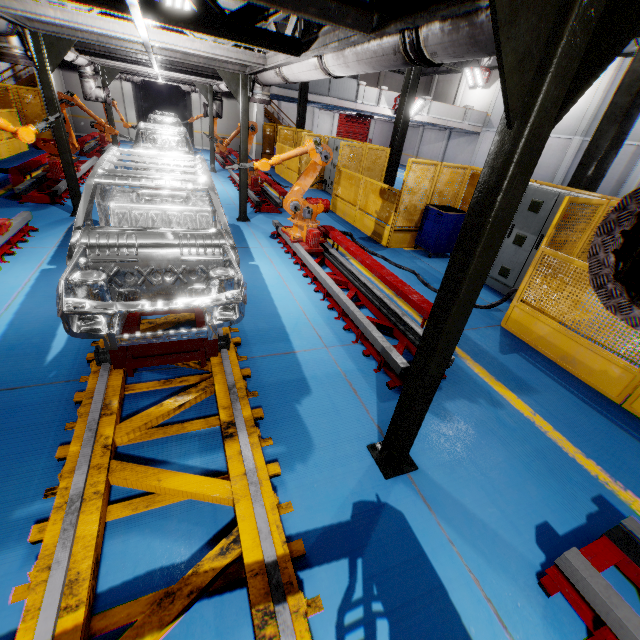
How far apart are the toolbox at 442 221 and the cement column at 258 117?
15.9 meters

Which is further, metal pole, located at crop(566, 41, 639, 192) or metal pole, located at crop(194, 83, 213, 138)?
metal pole, located at crop(194, 83, 213, 138)

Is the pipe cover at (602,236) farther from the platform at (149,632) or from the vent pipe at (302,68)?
the platform at (149,632)

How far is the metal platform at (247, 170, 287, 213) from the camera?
10.1m

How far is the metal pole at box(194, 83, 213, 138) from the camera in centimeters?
1355cm

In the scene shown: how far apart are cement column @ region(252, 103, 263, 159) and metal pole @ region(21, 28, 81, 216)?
15.1 meters

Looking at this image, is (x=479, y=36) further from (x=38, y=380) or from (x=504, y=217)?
(x=38, y=380)

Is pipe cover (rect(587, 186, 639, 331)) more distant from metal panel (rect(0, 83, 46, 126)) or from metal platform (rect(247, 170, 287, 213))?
metal platform (rect(247, 170, 287, 213))
